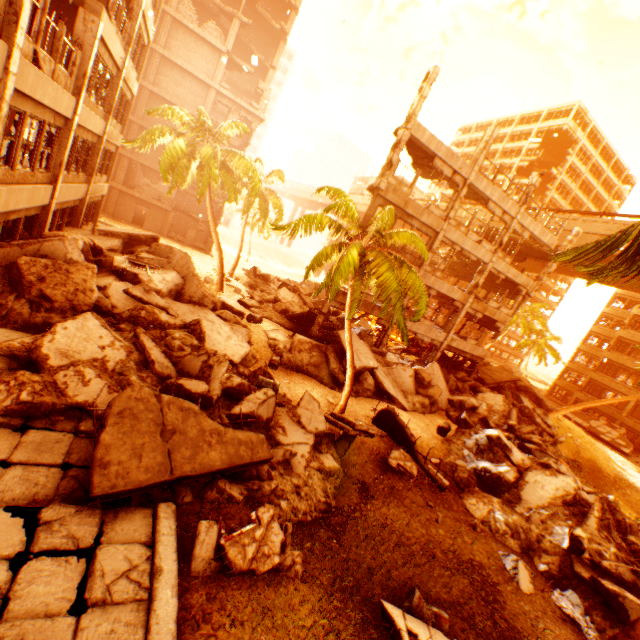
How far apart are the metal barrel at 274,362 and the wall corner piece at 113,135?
13.0m

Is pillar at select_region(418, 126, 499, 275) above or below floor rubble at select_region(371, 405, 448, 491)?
above

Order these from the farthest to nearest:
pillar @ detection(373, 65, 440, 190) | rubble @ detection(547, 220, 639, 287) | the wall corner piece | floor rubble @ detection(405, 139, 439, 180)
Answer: floor rubble @ detection(405, 139, 439, 180) < the wall corner piece < pillar @ detection(373, 65, 440, 190) < rubble @ detection(547, 220, 639, 287)

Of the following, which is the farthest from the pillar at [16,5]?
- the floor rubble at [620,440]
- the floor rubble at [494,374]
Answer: the floor rubble at [620,440]

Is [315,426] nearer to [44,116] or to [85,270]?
[85,270]

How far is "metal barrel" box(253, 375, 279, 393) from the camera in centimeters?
1102cm

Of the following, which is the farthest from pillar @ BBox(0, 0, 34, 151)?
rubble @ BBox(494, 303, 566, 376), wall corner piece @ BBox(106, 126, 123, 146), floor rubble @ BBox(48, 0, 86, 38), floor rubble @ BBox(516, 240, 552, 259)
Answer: rubble @ BBox(494, 303, 566, 376)

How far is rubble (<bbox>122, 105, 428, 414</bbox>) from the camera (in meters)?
10.95
